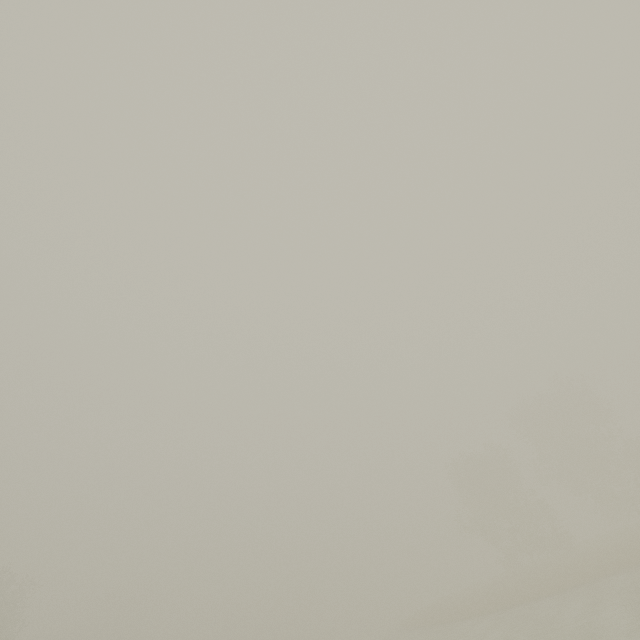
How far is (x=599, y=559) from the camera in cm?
2538
